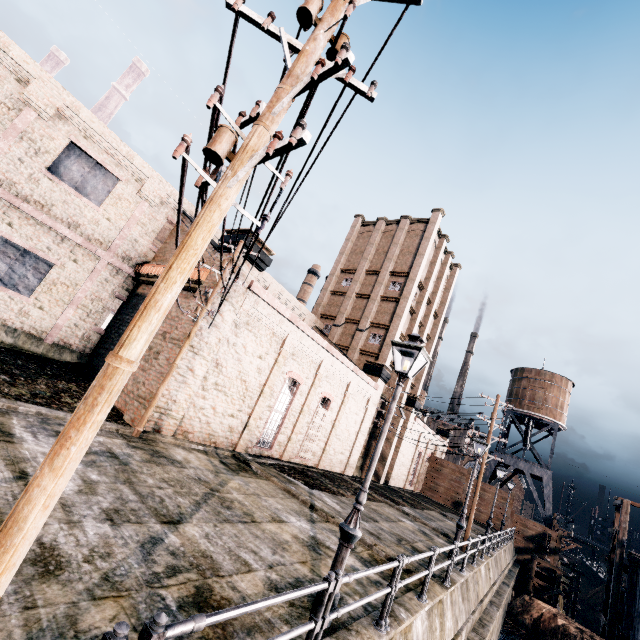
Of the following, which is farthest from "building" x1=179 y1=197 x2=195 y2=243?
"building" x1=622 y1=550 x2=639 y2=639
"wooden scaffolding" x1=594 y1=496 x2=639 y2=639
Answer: "building" x1=622 y1=550 x2=639 y2=639

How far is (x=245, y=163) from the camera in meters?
3.5

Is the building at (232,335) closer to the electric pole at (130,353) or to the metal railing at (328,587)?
the electric pole at (130,353)

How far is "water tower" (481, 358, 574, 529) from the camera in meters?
41.8

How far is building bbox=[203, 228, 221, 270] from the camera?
16.55m

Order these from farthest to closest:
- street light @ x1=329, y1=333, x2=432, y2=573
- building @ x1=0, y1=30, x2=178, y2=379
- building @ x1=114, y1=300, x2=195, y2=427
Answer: building @ x1=0, y1=30, x2=178, y2=379 → building @ x1=114, y1=300, x2=195, y2=427 → street light @ x1=329, y1=333, x2=432, y2=573

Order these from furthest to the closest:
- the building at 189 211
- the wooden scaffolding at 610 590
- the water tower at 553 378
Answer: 1. the water tower at 553 378
2. the wooden scaffolding at 610 590
3. the building at 189 211

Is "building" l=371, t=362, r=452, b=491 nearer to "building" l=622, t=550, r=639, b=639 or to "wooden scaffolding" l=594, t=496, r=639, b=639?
"wooden scaffolding" l=594, t=496, r=639, b=639
